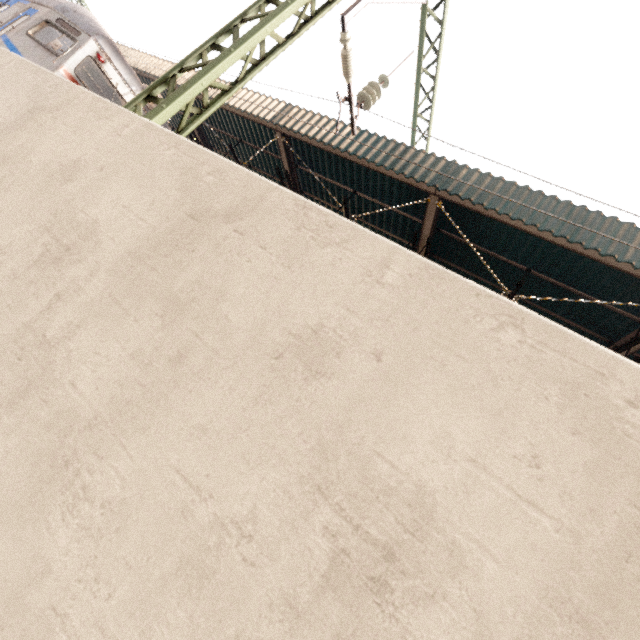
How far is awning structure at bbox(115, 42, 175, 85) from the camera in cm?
1090

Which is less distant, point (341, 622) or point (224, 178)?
point (341, 622)

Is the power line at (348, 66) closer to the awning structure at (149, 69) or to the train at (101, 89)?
the awning structure at (149, 69)

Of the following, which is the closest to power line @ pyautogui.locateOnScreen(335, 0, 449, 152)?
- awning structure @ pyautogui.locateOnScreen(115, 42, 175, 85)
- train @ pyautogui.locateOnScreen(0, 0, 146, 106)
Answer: awning structure @ pyautogui.locateOnScreen(115, 42, 175, 85)

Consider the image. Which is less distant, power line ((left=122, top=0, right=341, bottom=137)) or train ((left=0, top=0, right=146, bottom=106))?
power line ((left=122, top=0, right=341, bottom=137))

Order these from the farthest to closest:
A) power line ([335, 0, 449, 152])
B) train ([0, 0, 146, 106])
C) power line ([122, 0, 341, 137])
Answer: train ([0, 0, 146, 106]), power line ([335, 0, 449, 152]), power line ([122, 0, 341, 137])

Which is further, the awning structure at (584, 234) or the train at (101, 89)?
the train at (101, 89)
